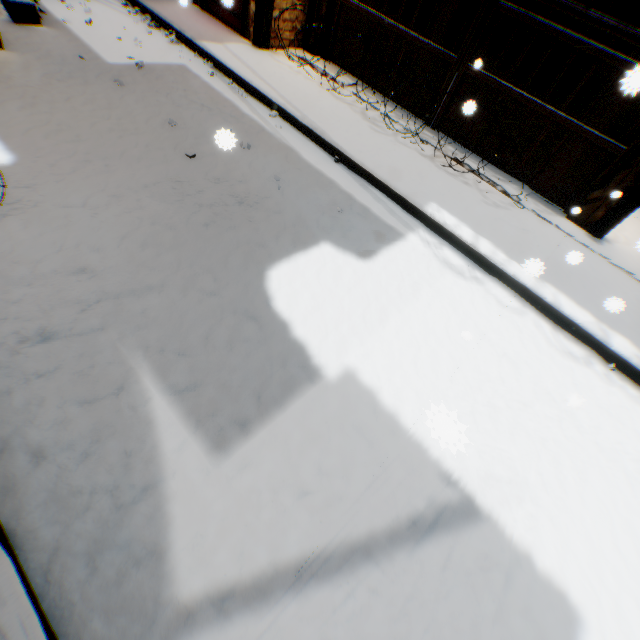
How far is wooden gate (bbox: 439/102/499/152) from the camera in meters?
5.5

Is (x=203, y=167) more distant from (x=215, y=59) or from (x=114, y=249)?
(x=215, y=59)

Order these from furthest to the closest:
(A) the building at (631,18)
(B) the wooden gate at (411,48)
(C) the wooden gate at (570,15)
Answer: (A) the building at (631,18) < (B) the wooden gate at (411,48) < (C) the wooden gate at (570,15)

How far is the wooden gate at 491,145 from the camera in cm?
560

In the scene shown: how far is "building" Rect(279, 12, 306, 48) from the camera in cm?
638

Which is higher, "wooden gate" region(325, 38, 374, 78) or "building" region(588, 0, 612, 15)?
"building" region(588, 0, 612, 15)

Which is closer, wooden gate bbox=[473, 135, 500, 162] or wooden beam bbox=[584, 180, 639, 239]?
wooden beam bbox=[584, 180, 639, 239]

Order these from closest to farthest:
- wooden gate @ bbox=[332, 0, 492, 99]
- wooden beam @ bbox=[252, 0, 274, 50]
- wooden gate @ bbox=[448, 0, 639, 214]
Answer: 1. wooden gate @ bbox=[448, 0, 639, 214]
2. wooden gate @ bbox=[332, 0, 492, 99]
3. wooden beam @ bbox=[252, 0, 274, 50]
